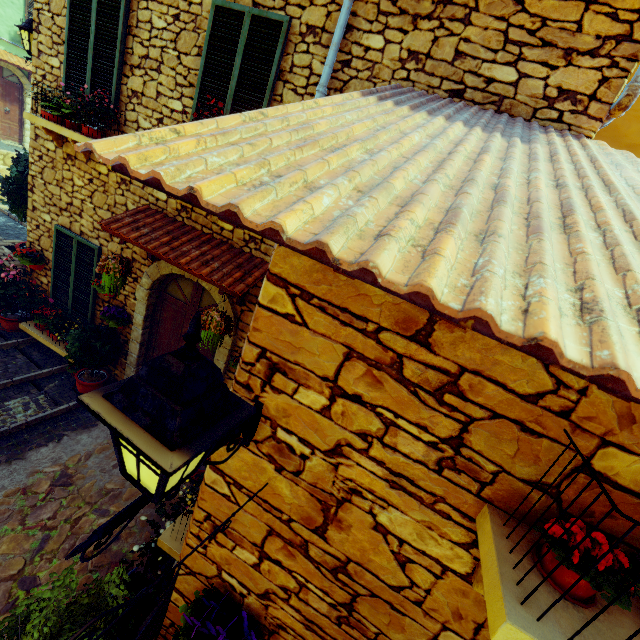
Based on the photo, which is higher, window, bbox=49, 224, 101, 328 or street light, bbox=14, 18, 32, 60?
street light, bbox=14, 18, 32, 60

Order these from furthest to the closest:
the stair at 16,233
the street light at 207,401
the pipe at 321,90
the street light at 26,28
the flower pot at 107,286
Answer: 1. the stair at 16,233
2. the street light at 26,28
3. the flower pot at 107,286
4. the pipe at 321,90
5. the street light at 207,401

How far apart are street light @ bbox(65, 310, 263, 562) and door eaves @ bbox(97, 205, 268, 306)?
2.4m

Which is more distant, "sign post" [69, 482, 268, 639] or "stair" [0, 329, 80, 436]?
"stair" [0, 329, 80, 436]

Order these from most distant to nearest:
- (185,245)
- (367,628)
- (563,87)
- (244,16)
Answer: (185,245), (244,16), (563,87), (367,628)

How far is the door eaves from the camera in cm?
412

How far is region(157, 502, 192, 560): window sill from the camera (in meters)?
3.01

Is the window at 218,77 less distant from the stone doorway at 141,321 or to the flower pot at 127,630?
the stone doorway at 141,321
